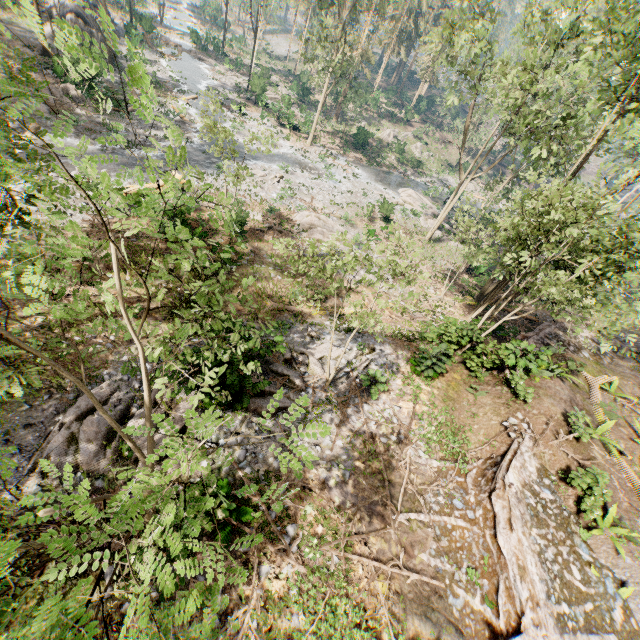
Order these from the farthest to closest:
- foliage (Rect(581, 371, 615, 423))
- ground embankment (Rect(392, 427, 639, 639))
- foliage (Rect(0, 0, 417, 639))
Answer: foliage (Rect(581, 371, 615, 423)) → ground embankment (Rect(392, 427, 639, 639)) → foliage (Rect(0, 0, 417, 639))

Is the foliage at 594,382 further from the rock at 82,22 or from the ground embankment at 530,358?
the rock at 82,22

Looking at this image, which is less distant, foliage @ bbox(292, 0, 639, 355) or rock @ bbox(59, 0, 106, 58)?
foliage @ bbox(292, 0, 639, 355)

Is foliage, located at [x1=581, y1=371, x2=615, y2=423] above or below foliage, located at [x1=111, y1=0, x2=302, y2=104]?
above

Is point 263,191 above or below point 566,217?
below

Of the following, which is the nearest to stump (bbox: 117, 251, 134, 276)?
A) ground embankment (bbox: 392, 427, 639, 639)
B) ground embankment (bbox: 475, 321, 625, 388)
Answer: ground embankment (bbox: 392, 427, 639, 639)

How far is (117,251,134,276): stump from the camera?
14.9m

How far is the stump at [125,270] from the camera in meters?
14.9
